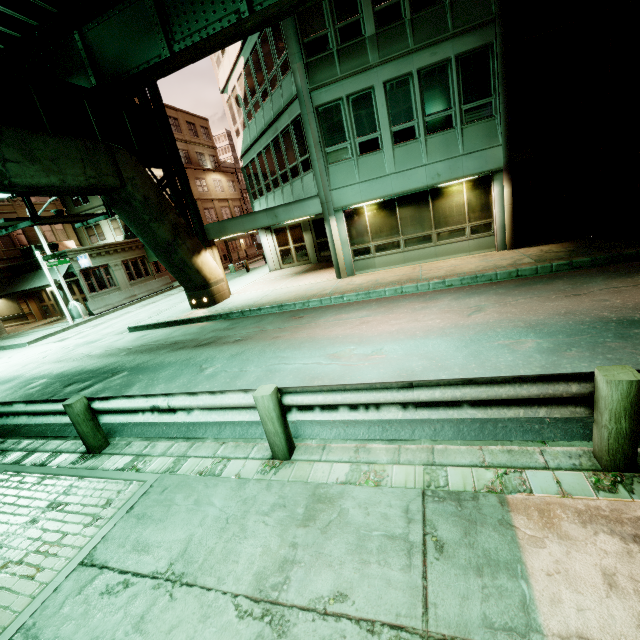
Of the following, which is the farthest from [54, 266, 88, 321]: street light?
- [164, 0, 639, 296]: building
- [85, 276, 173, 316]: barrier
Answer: [164, 0, 639, 296]: building

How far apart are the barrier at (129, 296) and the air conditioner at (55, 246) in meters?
7.8 m

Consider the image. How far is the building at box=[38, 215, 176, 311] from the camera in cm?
2484

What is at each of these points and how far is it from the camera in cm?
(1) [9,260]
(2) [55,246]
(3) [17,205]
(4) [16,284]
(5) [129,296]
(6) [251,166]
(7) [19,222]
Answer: (1) building, 2598
(2) air conditioner, 2705
(3) building, 2702
(4) awning, 2527
(5) barrier, 2508
(6) building, 1975
(7) sign, 1030

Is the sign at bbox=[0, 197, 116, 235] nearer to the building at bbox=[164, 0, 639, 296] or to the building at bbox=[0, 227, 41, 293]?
the building at bbox=[164, 0, 639, 296]

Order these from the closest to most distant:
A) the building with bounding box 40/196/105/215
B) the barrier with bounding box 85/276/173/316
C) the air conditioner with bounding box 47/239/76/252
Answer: the barrier with bounding box 85/276/173/316
the air conditioner with bounding box 47/239/76/252
the building with bounding box 40/196/105/215

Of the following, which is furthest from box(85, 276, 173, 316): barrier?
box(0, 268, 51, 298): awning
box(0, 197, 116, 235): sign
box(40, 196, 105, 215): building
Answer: box(0, 197, 116, 235): sign

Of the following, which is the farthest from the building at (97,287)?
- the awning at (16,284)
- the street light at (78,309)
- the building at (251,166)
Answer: the building at (251,166)
